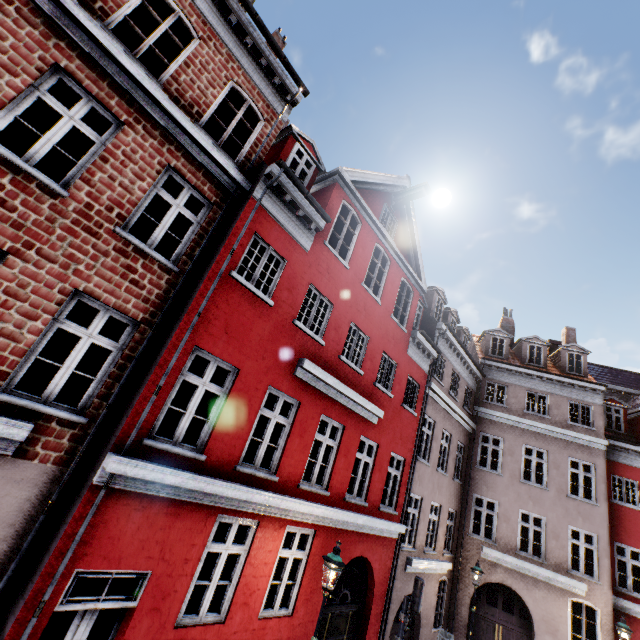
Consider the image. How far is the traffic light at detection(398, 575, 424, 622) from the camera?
8.26m

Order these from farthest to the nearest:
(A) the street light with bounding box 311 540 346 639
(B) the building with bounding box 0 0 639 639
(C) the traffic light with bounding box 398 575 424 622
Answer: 1. (C) the traffic light with bounding box 398 575 424 622
2. (A) the street light with bounding box 311 540 346 639
3. (B) the building with bounding box 0 0 639 639

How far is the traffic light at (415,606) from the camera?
8.3m

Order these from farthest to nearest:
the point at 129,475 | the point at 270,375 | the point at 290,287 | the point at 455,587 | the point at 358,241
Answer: the point at 455,587 < the point at 358,241 < the point at 290,287 < the point at 270,375 < the point at 129,475

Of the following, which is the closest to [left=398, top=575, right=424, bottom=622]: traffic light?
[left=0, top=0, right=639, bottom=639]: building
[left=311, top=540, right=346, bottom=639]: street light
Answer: [left=0, top=0, right=639, bottom=639]: building

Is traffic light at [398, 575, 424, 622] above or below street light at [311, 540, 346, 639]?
below

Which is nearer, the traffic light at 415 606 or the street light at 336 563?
the street light at 336 563

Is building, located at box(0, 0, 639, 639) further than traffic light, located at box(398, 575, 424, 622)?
No
